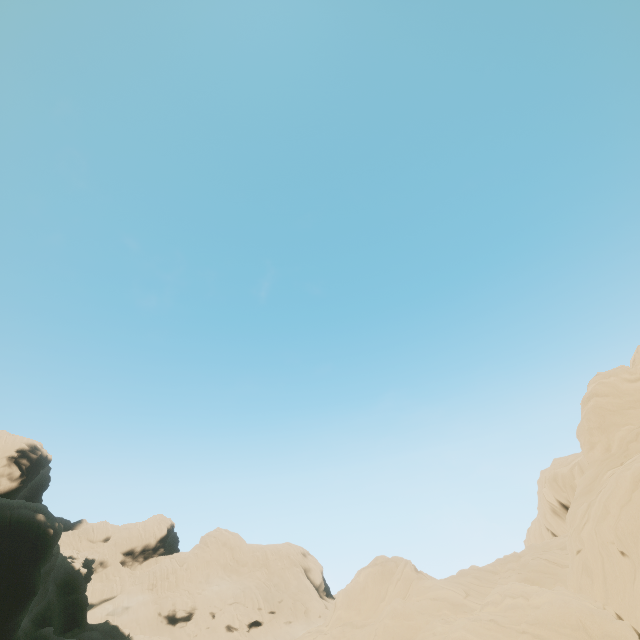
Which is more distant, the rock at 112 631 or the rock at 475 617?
the rock at 112 631

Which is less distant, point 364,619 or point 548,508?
point 364,619

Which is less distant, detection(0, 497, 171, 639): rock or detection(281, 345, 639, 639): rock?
detection(281, 345, 639, 639): rock
